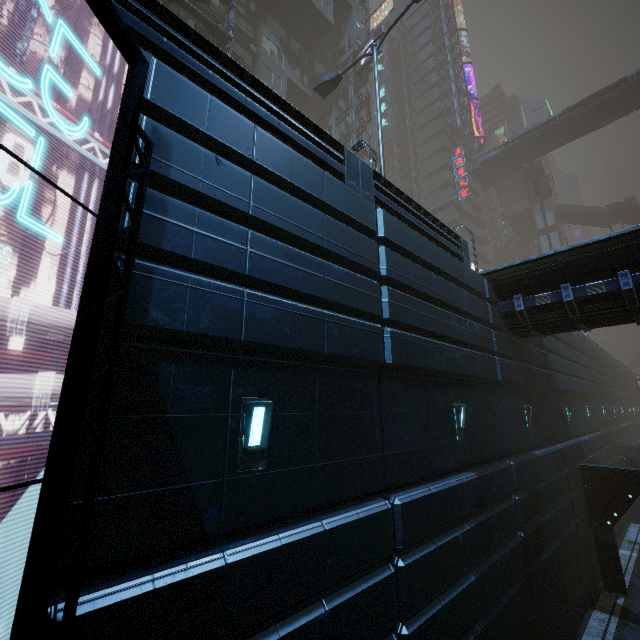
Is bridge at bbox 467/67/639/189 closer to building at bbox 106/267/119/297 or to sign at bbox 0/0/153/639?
building at bbox 106/267/119/297

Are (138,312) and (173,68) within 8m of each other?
yes

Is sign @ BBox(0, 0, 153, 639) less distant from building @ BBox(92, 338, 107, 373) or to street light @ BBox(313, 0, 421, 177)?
Answer: building @ BBox(92, 338, 107, 373)

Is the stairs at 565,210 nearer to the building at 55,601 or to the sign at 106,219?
the building at 55,601

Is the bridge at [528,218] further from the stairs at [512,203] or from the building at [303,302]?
the building at [303,302]

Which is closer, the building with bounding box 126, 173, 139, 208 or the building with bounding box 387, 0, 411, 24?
the building with bounding box 126, 173, 139, 208

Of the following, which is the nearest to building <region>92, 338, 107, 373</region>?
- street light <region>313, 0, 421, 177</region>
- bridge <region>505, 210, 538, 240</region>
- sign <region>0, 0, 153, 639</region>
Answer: sign <region>0, 0, 153, 639</region>
